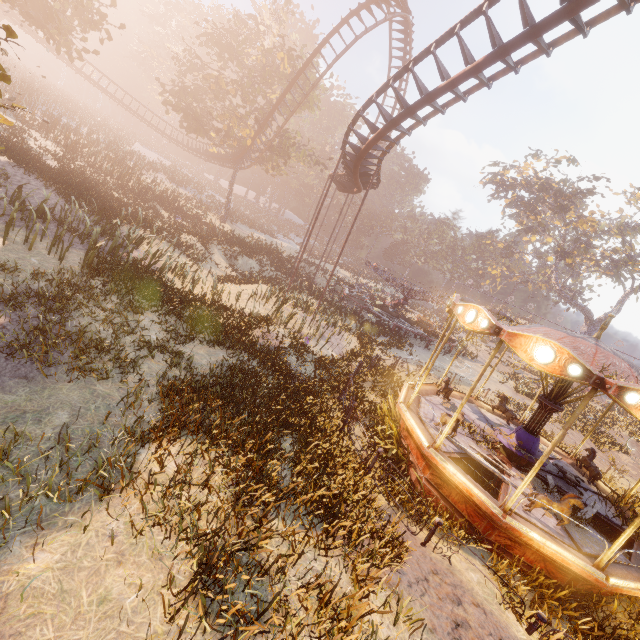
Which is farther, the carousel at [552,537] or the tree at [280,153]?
the tree at [280,153]

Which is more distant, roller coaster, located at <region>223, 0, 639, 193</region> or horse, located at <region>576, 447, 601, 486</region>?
horse, located at <region>576, 447, 601, 486</region>

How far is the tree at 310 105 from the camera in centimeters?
3175cm

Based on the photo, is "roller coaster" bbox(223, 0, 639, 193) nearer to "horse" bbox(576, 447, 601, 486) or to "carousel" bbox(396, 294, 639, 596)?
"carousel" bbox(396, 294, 639, 596)

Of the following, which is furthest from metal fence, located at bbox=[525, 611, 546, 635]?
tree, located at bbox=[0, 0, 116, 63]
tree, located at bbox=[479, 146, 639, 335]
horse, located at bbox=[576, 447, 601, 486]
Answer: tree, located at bbox=[479, 146, 639, 335]

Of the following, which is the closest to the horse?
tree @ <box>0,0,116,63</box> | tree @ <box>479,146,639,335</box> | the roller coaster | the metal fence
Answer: the metal fence

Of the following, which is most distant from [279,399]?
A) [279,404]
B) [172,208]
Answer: [172,208]

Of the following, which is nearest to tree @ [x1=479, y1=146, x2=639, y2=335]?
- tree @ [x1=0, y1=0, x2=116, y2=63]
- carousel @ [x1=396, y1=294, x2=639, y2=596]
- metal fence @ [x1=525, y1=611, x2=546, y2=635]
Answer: tree @ [x1=0, y1=0, x2=116, y2=63]
